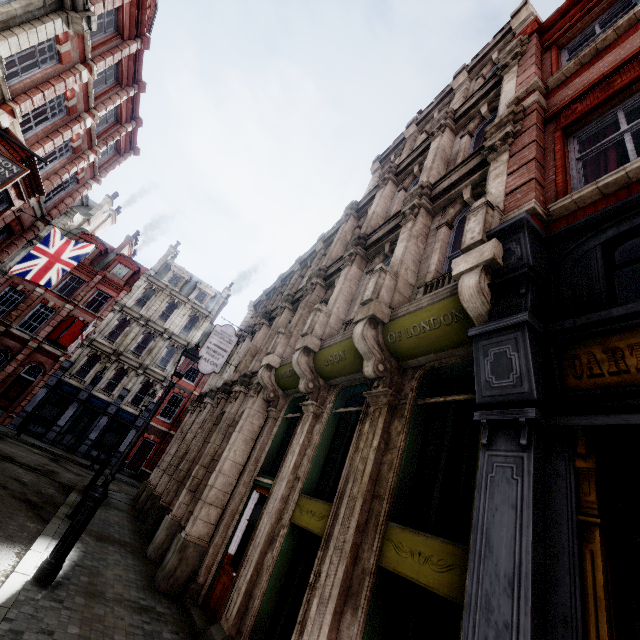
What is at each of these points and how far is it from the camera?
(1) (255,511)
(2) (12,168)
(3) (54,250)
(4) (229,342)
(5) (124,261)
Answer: (1) sign, 7.6 meters
(2) sign, 9.1 meters
(3) flag, 15.4 meters
(4) sign, 14.8 meters
(5) roof window, 32.7 meters

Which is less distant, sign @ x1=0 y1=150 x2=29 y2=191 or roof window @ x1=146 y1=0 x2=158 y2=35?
sign @ x1=0 y1=150 x2=29 y2=191

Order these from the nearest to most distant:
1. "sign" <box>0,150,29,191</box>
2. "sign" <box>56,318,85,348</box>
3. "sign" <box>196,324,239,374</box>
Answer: "sign" <box>0,150,29,191</box> → "sign" <box>196,324,239,374</box> → "sign" <box>56,318,85,348</box>

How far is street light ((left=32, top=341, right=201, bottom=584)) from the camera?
5.4m

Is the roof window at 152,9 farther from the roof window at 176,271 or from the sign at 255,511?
the sign at 255,511

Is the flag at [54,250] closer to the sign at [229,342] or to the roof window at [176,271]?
the sign at [229,342]

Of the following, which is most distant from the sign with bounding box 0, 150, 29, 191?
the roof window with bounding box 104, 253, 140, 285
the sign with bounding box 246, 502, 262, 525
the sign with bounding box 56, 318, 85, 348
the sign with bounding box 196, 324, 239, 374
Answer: the roof window with bounding box 104, 253, 140, 285

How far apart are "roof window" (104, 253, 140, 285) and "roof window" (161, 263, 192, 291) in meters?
2.1 m
